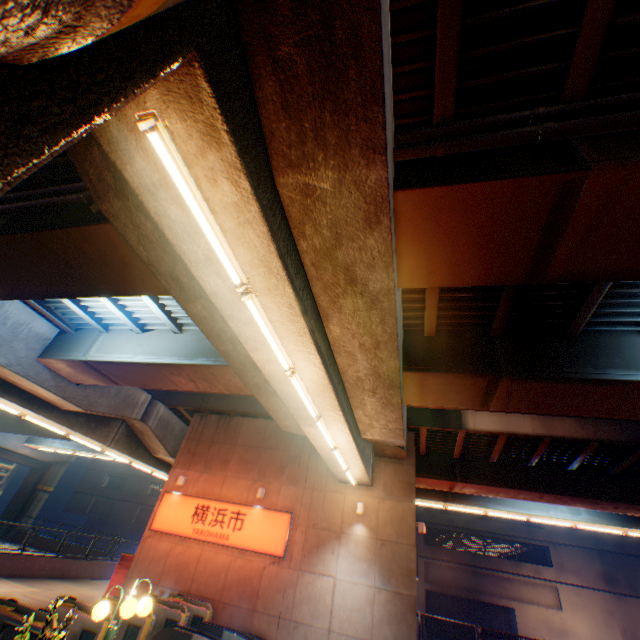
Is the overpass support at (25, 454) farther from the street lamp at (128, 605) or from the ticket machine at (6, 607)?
the ticket machine at (6, 607)

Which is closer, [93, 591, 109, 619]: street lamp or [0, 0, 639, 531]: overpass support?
[0, 0, 639, 531]: overpass support

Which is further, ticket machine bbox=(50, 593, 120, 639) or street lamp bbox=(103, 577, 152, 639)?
ticket machine bbox=(50, 593, 120, 639)

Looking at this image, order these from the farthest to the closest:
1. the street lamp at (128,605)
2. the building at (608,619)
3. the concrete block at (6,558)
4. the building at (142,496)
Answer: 1. the building at (142,496)
2. the building at (608,619)
3. the concrete block at (6,558)
4. the street lamp at (128,605)

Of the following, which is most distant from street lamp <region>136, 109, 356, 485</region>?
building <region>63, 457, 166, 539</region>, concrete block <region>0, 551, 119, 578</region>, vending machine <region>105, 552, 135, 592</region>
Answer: building <region>63, 457, 166, 539</region>

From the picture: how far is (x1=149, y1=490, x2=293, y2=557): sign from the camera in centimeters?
1360cm

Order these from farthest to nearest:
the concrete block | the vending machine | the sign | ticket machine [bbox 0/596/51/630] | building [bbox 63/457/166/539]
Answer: building [bbox 63/457/166/539], the concrete block, the vending machine, the sign, ticket machine [bbox 0/596/51/630]

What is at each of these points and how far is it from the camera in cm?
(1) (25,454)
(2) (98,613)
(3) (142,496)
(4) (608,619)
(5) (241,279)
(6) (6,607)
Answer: (1) overpass support, 3159
(2) street lamp, 598
(3) building, 4144
(4) building, 2659
(5) street lamp, 475
(6) ticket machine, 721
